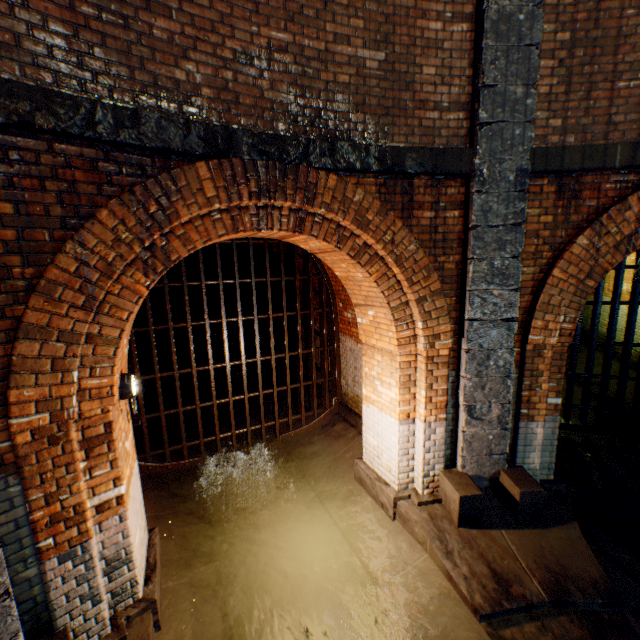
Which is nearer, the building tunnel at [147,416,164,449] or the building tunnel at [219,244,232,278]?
the building tunnel at [147,416,164,449]

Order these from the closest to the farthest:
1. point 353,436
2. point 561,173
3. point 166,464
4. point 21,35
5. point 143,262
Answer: point 21,35, point 143,262, point 561,173, point 166,464, point 353,436

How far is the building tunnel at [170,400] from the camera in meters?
8.7 m

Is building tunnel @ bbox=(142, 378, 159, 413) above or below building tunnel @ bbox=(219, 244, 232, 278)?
below

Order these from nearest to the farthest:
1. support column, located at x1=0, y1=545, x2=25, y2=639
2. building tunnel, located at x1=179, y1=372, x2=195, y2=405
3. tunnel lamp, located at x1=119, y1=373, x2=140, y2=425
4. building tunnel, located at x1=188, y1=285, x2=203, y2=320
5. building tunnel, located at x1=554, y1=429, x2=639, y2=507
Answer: support column, located at x1=0, y1=545, x2=25, y2=639
tunnel lamp, located at x1=119, y1=373, x2=140, y2=425
building tunnel, located at x1=554, y1=429, x2=639, y2=507
building tunnel, located at x1=179, y1=372, x2=195, y2=405
building tunnel, located at x1=188, y1=285, x2=203, y2=320

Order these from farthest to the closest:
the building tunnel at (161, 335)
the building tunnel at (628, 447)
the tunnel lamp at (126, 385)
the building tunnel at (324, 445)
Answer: the building tunnel at (161, 335), the building tunnel at (628, 447), the building tunnel at (324, 445), the tunnel lamp at (126, 385)

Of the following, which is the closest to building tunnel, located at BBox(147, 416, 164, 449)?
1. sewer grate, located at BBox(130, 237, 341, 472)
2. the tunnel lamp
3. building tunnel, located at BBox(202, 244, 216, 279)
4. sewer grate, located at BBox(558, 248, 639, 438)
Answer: sewer grate, located at BBox(130, 237, 341, 472)

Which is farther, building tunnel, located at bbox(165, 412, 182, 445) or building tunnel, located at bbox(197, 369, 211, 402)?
building tunnel, located at bbox(197, 369, 211, 402)
